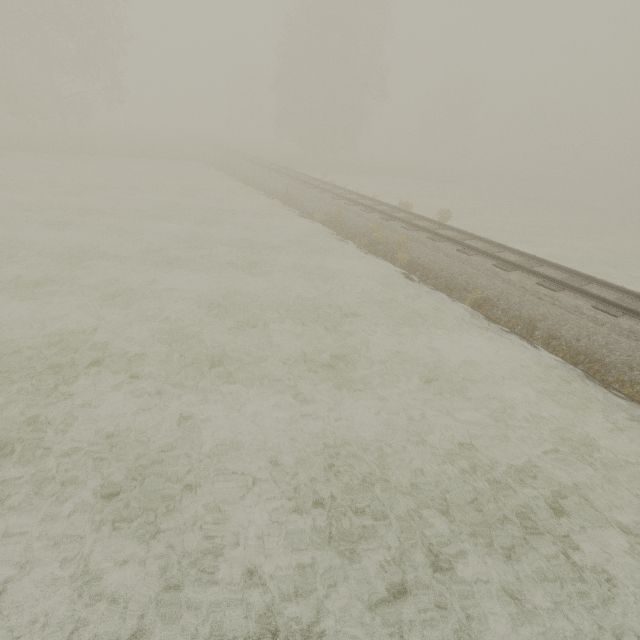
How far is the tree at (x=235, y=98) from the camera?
57.1 meters

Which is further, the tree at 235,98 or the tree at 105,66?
the tree at 235,98

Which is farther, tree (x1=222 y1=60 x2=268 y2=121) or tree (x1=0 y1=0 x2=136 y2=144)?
tree (x1=222 y1=60 x2=268 y2=121)

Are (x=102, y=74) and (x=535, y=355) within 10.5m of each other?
no

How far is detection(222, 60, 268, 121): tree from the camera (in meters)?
57.12
